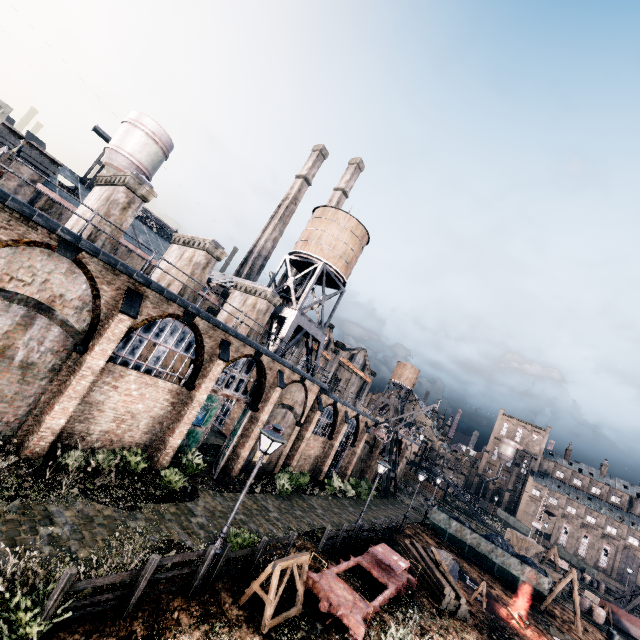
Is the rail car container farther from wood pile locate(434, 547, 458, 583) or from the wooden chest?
the wooden chest

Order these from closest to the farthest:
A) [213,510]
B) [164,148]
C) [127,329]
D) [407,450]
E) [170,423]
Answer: [127,329] < [213,510] < [170,423] < [164,148] < [407,450]

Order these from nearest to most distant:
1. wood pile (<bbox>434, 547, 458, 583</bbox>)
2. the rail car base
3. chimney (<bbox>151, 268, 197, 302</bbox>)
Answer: the rail car base
chimney (<bbox>151, 268, 197, 302</bbox>)
wood pile (<bbox>434, 547, 458, 583</bbox>)

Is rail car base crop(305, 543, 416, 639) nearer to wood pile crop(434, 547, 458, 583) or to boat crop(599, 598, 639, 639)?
wood pile crop(434, 547, 458, 583)

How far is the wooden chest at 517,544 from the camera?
38.5m

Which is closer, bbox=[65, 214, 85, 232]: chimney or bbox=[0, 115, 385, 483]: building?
bbox=[0, 115, 385, 483]: building

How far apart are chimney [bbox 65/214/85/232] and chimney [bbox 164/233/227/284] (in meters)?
3.81

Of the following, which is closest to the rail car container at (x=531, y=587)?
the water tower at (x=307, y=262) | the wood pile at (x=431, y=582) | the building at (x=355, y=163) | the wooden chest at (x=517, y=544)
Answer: the wooden chest at (x=517, y=544)
